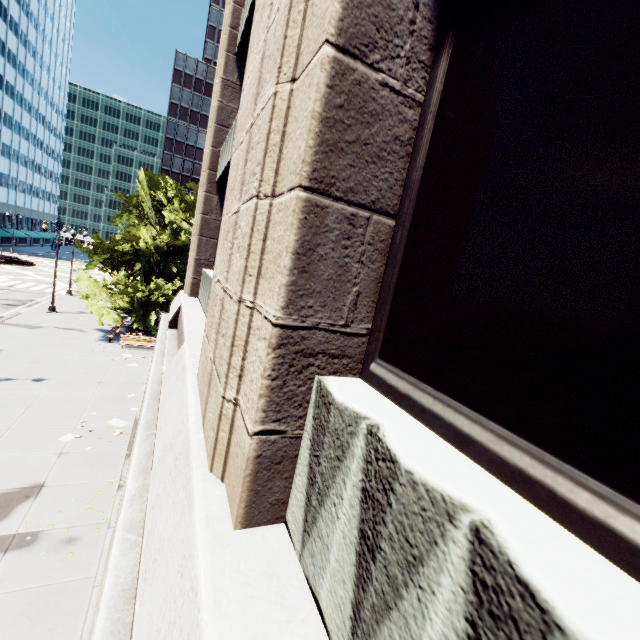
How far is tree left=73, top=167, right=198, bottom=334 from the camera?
22.9 meters

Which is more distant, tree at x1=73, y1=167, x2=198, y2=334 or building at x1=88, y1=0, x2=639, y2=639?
tree at x1=73, y1=167, x2=198, y2=334

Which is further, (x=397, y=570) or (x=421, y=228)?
(x=421, y=228)

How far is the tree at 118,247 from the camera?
22.9 meters

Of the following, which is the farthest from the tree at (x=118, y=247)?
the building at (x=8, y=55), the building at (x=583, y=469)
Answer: the building at (x=583, y=469)

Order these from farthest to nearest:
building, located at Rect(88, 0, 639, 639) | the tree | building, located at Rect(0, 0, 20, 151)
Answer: building, located at Rect(0, 0, 20, 151) → the tree → building, located at Rect(88, 0, 639, 639)

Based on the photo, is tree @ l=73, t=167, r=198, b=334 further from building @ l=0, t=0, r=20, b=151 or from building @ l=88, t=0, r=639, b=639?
building @ l=88, t=0, r=639, b=639

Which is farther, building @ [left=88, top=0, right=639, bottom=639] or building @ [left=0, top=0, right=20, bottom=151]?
building @ [left=0, top=0, right=20, bottom=151]
